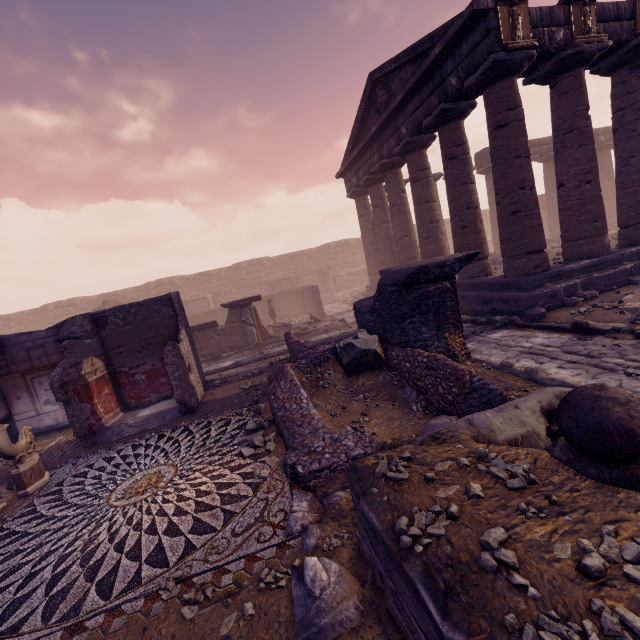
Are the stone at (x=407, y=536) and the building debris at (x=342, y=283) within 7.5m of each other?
no

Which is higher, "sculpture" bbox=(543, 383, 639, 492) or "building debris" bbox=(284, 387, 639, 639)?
"sculpture" bbox=(543, 383, 639, 492)

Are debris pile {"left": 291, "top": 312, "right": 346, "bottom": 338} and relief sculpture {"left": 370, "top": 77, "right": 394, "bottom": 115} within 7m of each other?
no

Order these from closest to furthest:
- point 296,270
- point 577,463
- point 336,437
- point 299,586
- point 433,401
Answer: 1. point 577,463
2. point 299,586
3. point 336,437
4. point 433,401
5. point 296,270

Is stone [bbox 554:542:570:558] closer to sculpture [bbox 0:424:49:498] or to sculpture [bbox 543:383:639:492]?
sculpture [bbox 543:383:639:492]

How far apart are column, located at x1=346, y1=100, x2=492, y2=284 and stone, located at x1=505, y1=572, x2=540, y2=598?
12.0m

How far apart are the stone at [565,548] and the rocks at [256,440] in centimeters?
371cm

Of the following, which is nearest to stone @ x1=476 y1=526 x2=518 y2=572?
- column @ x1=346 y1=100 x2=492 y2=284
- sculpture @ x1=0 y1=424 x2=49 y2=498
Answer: sculpture @ x1=0 y1=424 x2=49 y2=498
